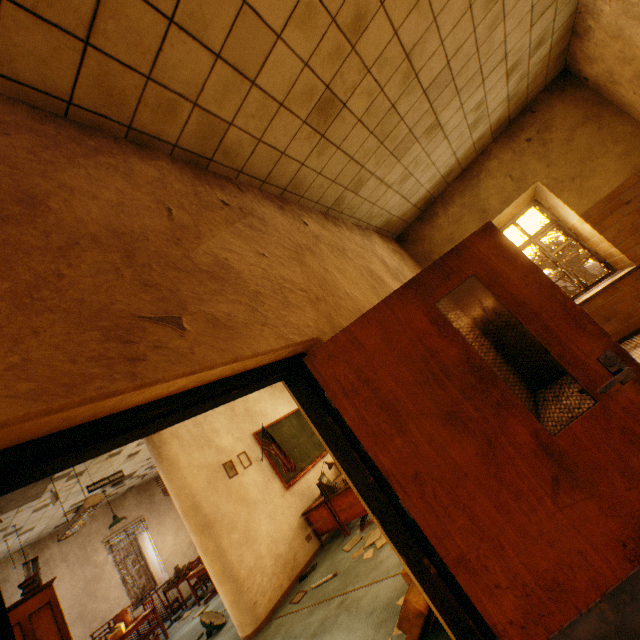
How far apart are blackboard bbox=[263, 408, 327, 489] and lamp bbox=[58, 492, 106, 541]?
2.63m

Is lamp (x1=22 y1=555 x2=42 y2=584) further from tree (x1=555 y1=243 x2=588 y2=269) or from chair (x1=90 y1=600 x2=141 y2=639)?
tree (x1=555 y1=243 x2=588 y2=269)

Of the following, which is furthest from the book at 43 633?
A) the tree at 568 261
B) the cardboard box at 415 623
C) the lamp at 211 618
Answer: the tree at 568 261

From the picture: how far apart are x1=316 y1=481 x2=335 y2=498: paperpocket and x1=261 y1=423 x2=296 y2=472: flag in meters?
0.5

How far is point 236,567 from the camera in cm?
493

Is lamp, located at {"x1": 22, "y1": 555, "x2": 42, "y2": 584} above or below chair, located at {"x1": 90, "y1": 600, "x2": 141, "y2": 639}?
above

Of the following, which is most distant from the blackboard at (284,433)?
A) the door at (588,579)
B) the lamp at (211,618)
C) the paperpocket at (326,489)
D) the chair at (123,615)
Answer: the chair at (123,615)

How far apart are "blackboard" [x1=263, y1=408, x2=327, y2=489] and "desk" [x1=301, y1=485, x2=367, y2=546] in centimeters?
56cm
